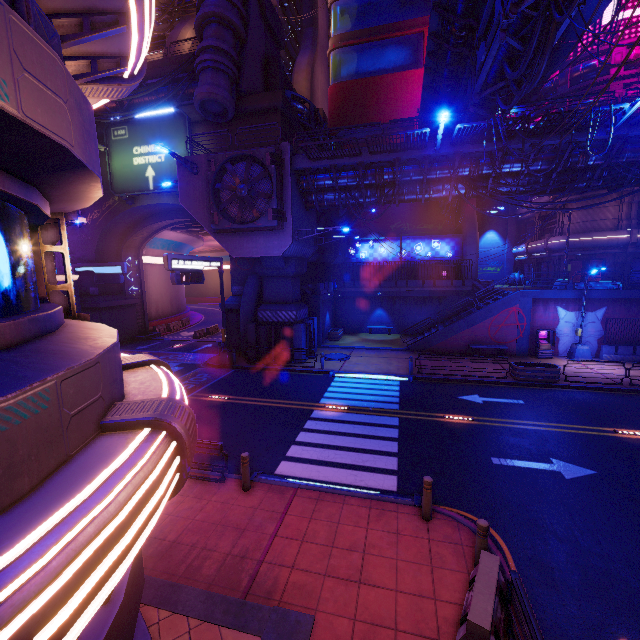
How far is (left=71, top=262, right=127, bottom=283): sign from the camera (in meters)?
25.38

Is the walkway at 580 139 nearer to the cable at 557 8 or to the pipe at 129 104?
the cable at 557 8

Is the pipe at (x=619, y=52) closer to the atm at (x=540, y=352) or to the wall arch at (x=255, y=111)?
the wall arch at (x=255, y=111)

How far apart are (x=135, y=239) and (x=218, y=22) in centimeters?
1937cm

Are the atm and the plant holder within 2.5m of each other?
no

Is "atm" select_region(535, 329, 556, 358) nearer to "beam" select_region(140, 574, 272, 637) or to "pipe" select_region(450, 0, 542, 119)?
"pipe" select_region(450, 0, 542, 119)

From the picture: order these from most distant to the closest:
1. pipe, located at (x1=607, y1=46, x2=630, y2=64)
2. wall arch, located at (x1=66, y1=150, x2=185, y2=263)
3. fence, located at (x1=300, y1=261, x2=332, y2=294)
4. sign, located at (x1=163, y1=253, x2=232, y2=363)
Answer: fence, located at (x1=300, y1=261, x2=332, y2=294) < wall arch, located at (x1=66, y1=150, x2=185, y2=263) < pipe, located at (x1=607, y1=46, x2=630, y2=64) < sign, located at (x1=163, y1=253, x2=232, y2=363)

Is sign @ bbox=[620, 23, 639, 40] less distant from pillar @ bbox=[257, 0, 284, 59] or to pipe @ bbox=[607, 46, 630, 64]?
pipe @ bbox=[607, 46, 630, 64]
